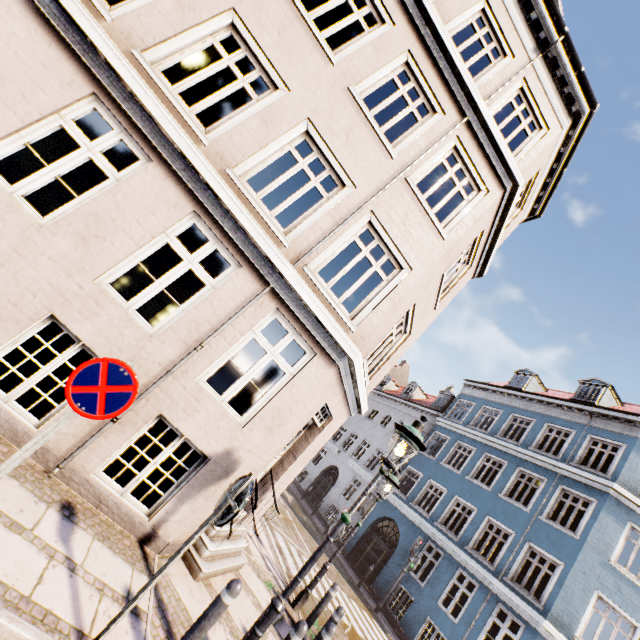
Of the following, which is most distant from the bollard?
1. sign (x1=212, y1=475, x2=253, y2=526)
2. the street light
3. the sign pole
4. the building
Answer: the street light

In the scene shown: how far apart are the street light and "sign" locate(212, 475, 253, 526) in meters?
5.6 m

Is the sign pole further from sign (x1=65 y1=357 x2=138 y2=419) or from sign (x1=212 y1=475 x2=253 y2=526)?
sign (x1=212 y1=475 x2=253 y2=526)

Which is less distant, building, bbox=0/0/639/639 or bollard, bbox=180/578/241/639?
bollard, bbox=180/578/241/639

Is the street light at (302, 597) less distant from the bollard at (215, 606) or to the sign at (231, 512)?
the bollard at (215, 606)

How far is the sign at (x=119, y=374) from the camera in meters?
2.7 m

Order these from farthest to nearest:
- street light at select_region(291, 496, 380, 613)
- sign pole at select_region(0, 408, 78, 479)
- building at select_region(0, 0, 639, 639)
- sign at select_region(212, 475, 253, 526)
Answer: street light at select_region(291, 496, 380, 613) < building at select_region(0, 0, 639, 639) < sign at select_region(212, 475, 253, 526) < sign pole at select_region(0, 408, 78, 479)

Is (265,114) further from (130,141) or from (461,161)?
(461,161)
